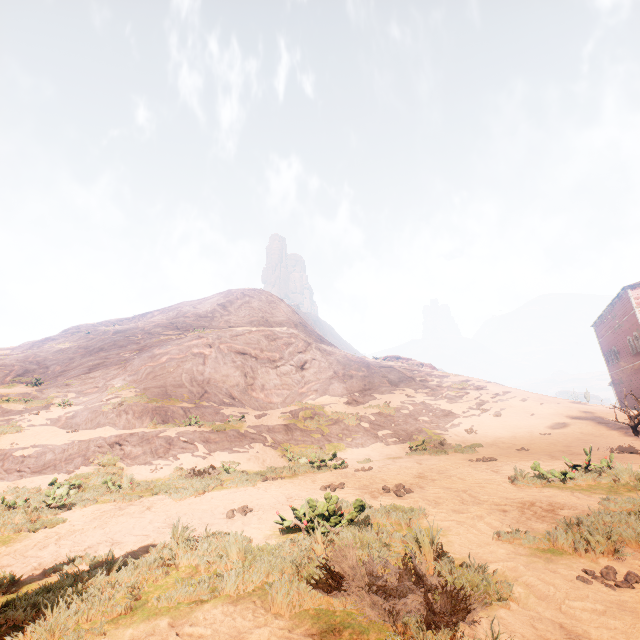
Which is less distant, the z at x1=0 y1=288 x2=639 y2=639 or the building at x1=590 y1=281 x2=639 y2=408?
the z at x1=0 y1=288 x2=639 y2=639

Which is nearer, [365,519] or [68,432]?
[365,519]

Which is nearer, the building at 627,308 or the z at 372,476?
the z at 372,476
